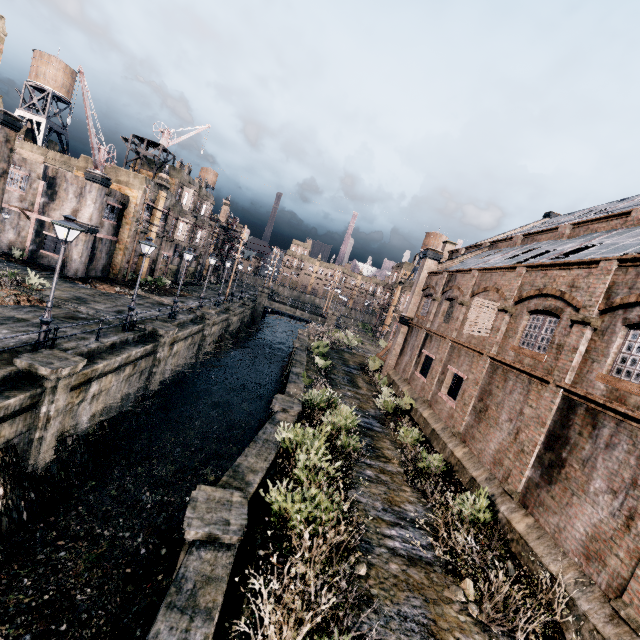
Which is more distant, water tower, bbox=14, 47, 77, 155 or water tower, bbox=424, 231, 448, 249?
water tower, bbox=424, 231, 448, 249

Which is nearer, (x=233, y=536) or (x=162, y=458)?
(x=233, y=536)

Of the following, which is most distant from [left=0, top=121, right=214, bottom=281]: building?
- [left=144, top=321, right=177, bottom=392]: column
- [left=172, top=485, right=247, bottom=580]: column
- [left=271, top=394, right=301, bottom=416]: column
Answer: [left=172, top=485, right=247, bottom=580]: column

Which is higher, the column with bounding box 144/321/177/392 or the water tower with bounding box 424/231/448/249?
the water tower with bounding box 424/231/448/249

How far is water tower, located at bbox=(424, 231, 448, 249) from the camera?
58.8m

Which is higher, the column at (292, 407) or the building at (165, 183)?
the building at (165, 183)

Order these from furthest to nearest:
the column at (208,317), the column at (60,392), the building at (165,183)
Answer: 1. the column at (208,317)
2. the building at (165,183)
3. the column at (60,392)

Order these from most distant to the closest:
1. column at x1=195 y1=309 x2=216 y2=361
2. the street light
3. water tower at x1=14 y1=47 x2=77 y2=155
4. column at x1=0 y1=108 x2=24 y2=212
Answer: water tower at x1=14 y1=47 x2=77 y2=155, column at x1=195 y1=309 x2=216 y2=361, column at x1=0 y1=108 x2=24 y2=212, the street light
